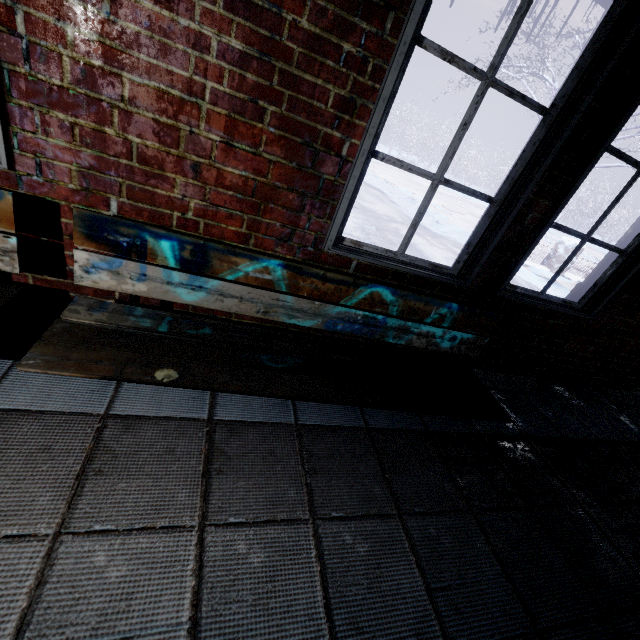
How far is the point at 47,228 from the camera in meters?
1.3

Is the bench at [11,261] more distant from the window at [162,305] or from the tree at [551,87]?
the tree at [551,87]

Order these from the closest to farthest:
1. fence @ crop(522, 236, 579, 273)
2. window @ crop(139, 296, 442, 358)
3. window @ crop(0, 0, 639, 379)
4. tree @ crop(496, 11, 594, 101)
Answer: window @ crop(0, 0, 639, 379) < window @ crop(139, 296, 442, 358) < tree @ crop(496, 11, 594, 101) < fence @ crop(522, 236, 579, 273)

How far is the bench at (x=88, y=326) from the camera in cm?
110

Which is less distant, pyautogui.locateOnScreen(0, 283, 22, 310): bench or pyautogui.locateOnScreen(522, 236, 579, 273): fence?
pyautogui.locateOnScreen(0, 283, 22, 310): bench

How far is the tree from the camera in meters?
6.1 m

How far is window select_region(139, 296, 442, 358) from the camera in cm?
156

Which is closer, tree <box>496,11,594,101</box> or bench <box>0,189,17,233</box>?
bench <box>0,189,17,233</box>
